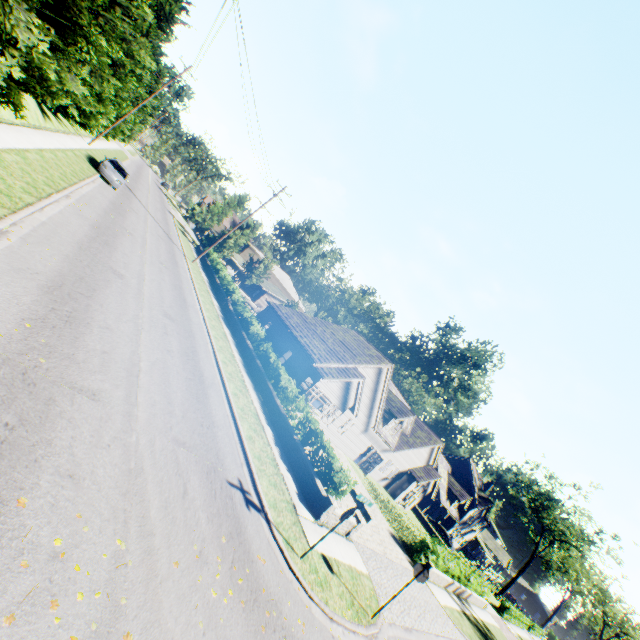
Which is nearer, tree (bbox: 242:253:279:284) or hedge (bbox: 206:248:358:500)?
hedge (bbox: 206:248:358:500)

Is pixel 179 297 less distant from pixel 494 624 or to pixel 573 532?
pixel 494 624

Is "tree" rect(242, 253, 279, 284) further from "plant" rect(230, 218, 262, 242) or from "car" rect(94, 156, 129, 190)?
"plant" rect(230, 218, 262, 242)

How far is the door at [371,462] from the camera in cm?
2900

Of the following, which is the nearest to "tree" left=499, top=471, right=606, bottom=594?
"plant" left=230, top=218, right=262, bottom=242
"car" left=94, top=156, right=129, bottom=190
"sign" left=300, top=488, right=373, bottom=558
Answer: "car" left=94, top=156, right=129, bottom=190

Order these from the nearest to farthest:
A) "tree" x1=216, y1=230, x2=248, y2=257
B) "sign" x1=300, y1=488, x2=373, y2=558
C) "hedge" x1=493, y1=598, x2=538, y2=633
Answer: "sign" x1=300, y1=488, x2=373, y2=558 < "hedge" x1=493, y1=598, x2=538, y2=633 < "tree" x1=216, y1=230, x2=248, y2=257

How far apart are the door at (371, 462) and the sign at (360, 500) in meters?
21.3 m

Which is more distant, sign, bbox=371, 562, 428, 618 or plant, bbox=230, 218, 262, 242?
plant, bbox=230, 218, 262, 242
